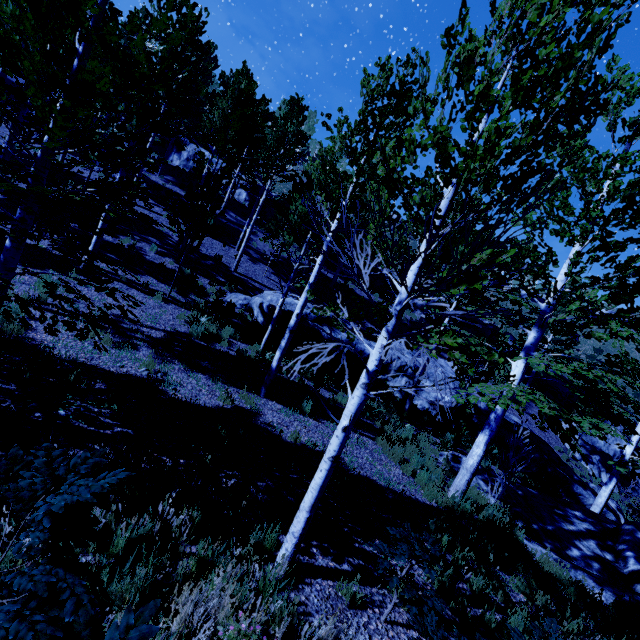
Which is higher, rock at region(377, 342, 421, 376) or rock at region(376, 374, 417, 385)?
rock at region(377, 342, 421, 376)

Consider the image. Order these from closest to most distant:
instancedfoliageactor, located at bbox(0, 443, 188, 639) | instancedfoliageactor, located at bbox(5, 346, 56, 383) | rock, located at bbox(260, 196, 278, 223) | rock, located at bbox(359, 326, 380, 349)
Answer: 1. instancedfoliageactor, located at bbox(0, 443, 188, 639)
2. instancedfoliageactor, located at bbox(5, 346, 56, 383)
3. rock, located at bbox(359, 326, 380, 349)
4. rock, located at bbox(260, 196, 278, 223)

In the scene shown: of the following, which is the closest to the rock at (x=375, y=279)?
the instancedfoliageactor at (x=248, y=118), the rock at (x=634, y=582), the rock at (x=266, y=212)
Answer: the instancedfoliageactor at (x=248, y=118)

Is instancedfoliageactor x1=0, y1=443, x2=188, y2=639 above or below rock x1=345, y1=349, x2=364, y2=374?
above

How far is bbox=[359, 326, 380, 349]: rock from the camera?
16.8 meters

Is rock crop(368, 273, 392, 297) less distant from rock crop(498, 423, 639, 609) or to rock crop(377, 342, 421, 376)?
rock crop(377, 342, 421, 376)

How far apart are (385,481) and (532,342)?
4.6m

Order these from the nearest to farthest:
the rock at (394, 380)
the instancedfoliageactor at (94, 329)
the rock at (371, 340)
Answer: the instancedfoliageactor at (94, 329) → the rock at (394, 380) → the rock at (371, 340)
